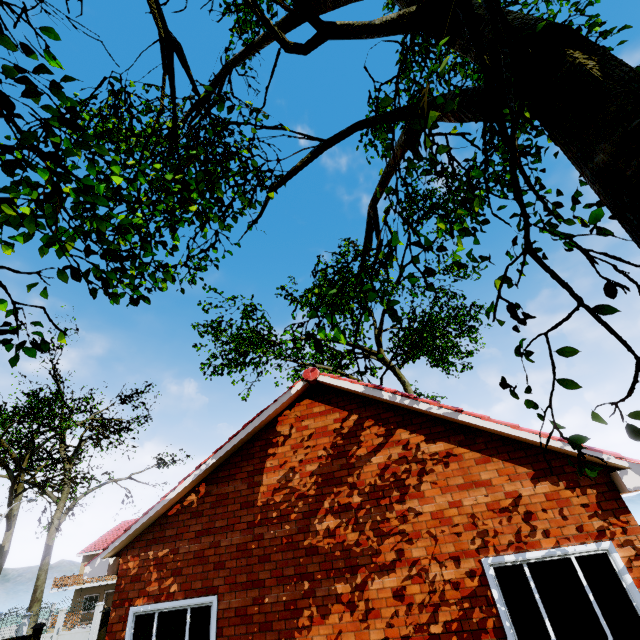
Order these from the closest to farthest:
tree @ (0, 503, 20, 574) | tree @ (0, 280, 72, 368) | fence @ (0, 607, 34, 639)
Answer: tree @ (0, 280, 72, 368) < fence @ (0, 607, 34, 639) < tree @ (0, 503, 20, 574)

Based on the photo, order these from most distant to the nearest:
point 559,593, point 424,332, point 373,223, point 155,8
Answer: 1. point 424,332
2. point 373,223
3. point 559,593
4. point 155,8

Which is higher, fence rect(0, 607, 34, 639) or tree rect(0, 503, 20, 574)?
tree rect(0, 503, 20, 574)

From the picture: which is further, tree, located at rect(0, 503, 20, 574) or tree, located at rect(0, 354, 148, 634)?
tree, located at rect(0, 503, 20, 574)

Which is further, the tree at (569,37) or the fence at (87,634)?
the fence at (87,634)

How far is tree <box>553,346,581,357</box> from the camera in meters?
1.8

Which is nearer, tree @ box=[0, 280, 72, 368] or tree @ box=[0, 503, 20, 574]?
tree @ box=[0, 280, 72, 368]

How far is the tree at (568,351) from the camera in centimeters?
182cm
